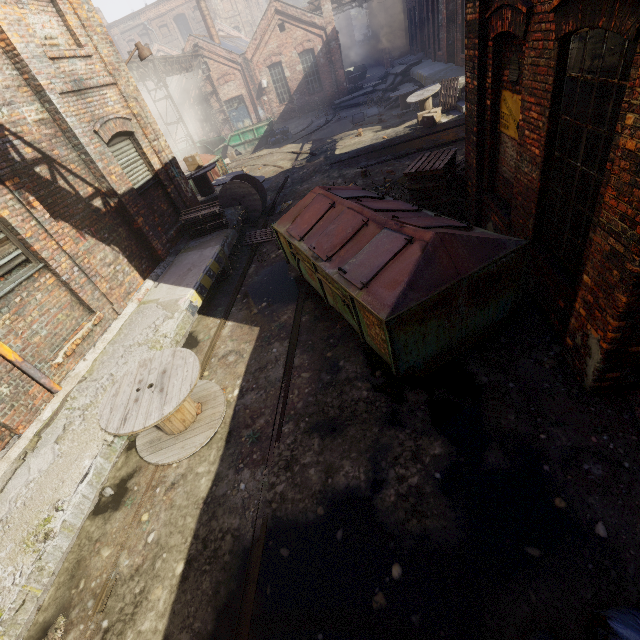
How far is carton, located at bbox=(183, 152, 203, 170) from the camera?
12.10m

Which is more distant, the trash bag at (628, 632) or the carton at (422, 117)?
the carton at (422, 117)

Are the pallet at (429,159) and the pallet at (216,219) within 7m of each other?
yes

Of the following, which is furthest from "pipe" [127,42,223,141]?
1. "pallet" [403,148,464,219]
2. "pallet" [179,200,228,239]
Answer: "pallet" [403,148,464,219]

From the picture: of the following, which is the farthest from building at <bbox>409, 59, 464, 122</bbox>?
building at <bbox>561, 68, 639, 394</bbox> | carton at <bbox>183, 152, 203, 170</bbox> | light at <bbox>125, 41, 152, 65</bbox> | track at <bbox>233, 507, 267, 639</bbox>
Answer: track at <bbox>233, 507, 267, 639</bbox>

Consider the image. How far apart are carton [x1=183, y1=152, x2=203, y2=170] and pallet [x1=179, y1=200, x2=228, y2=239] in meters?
3.5

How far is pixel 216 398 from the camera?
5.48m

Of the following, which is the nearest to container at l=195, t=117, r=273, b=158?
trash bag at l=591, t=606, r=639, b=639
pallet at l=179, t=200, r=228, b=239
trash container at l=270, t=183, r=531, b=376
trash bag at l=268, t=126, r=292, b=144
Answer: trash bag at l=268, t=126, r=292, b=144
